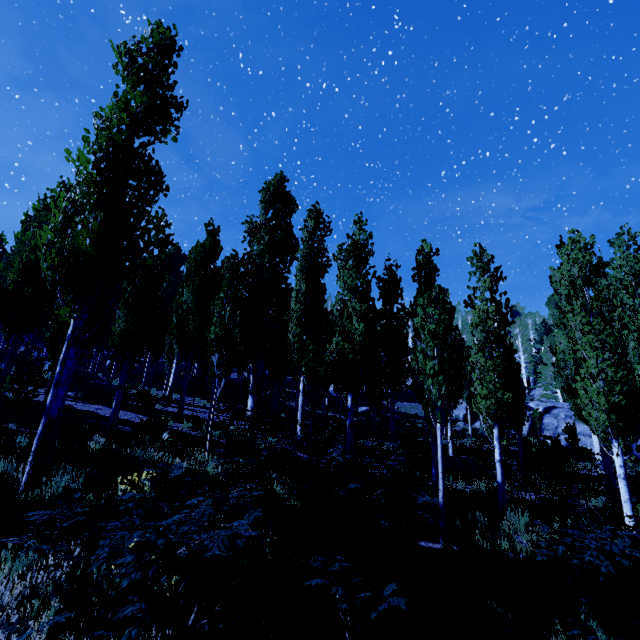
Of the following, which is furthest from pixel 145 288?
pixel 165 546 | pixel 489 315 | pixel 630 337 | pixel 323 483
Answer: pixel 630 337

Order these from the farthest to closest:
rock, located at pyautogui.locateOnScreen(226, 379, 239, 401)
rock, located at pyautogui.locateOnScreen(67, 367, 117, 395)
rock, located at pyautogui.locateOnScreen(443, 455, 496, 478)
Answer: rock, located at pyautogui.locateOnScreen(226, 379, 239, 401), rock, located at pyautogui.locateOnScreen(67, 367, 117, 395), rock, located at pyautogui.locateOnScreen(443, 455, 496, 478)

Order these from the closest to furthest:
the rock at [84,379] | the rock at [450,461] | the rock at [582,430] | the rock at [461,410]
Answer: the rock at [450,461] < the rock at [84,379] < the rock at [582,430] < the rock at [461,410]

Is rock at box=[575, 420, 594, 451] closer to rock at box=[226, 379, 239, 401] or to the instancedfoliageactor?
the instancedfoliageactor

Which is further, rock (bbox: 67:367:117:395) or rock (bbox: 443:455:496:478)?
rock (bbox: 67:367:117:395)

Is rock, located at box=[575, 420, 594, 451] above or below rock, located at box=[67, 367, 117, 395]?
below

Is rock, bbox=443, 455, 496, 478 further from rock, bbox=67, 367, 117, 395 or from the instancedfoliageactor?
rock, bbox=67, 367, 117, 395

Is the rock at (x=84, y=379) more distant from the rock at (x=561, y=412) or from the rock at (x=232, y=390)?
the rock at (x=561, y=412)
